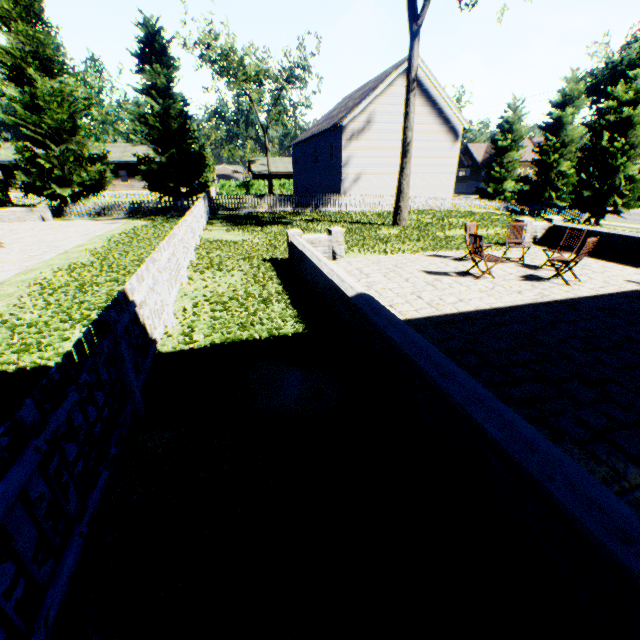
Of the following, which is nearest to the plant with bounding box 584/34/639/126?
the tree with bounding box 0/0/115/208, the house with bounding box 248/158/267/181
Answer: the tree with bounding box 0/0/115/208

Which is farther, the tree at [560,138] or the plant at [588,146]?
the plant at [588,146]

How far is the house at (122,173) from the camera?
39.5m

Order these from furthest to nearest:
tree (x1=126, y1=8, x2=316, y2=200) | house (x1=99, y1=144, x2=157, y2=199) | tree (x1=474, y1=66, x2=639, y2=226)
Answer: house (x1=99, y1=144, x2=157, y2=199)
tree (x1=474, y1=66, x2=639, y2=226)
tree (x1=126, y1=8, x2=316, y2=200)

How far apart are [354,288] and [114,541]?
4.1m

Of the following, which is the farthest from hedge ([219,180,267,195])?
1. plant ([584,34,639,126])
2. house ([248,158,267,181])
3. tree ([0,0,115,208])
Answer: plant ([584,34,639,126])

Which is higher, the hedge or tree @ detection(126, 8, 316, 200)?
tree @ detection(126, 8, 316, 200)

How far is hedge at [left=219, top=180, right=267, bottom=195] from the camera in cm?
4509
